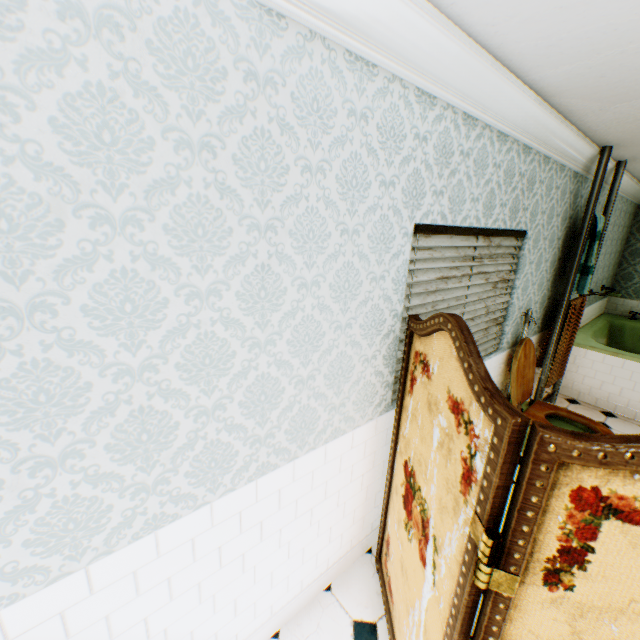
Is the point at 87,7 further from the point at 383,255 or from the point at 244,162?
the point at 383,255

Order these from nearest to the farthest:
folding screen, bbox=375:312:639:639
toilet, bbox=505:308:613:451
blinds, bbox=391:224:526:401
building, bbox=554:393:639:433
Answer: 1. folding screen, bbox=375:312:639:639
2. blinds, bbox=391:224:526:401
3. toilet, bbox=505:308:613:451
4. building, bbox=554:393:639:433

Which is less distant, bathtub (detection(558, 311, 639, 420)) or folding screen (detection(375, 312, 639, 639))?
folding screen (detection(375, 312, 639, 639))

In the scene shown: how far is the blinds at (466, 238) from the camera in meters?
2.0 m

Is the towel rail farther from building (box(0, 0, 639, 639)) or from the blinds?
the blinds

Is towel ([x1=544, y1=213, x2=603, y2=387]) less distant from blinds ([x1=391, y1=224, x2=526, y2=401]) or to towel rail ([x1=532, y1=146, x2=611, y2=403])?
towel rail ([x1=532, y1=146, x2=611, y2=403])

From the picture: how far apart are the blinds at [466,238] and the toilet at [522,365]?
0.3m

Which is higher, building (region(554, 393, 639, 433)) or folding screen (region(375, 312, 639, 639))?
folding screen (region(375, 312, 639, 639))
